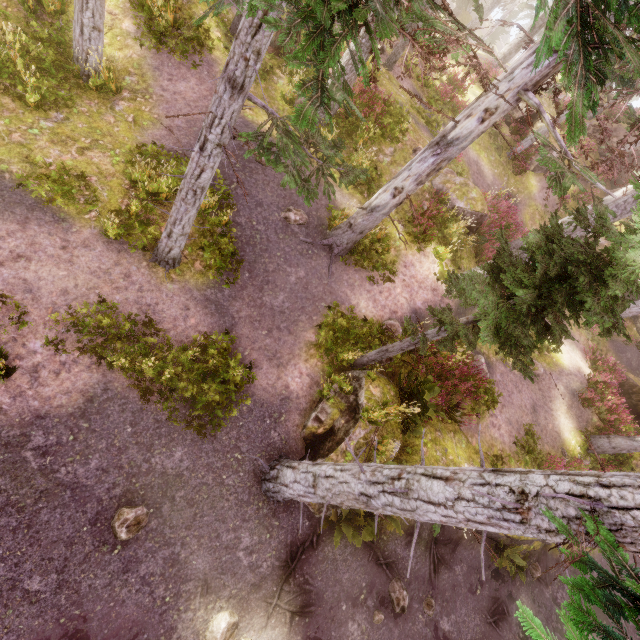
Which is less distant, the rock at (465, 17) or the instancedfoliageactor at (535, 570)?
the instancedfoliageactor at (535, 570)

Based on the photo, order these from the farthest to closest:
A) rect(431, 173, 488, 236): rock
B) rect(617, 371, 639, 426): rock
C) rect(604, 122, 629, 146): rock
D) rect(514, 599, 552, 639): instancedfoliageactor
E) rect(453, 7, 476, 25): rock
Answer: rect(453, 7, 476, 25): rock, rect(604, 122, 629, 146): rock, rect(617, 371, 639, 426): rock, rect(431, 173, 488, 236): rock, rect(514, 599, 552, 639): instancedfoliageactor

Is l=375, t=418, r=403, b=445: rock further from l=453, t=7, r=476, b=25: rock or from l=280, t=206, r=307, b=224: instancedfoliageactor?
l=453, t=7, r=476, b=25: rock

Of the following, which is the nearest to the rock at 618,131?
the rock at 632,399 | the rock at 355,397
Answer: the rock at 632,399

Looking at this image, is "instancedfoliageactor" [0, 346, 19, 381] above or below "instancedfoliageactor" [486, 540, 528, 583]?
below

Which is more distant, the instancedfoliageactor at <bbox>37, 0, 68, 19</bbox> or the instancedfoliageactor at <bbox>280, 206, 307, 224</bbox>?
the instancedfoliageactor at <bbox>280, 206, 307, 224</bbox>

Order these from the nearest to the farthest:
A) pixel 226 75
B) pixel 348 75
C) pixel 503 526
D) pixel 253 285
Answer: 1. pixel 503 526
2. pixel 226 75
3. pixel 253 285
4. pixel 348 75

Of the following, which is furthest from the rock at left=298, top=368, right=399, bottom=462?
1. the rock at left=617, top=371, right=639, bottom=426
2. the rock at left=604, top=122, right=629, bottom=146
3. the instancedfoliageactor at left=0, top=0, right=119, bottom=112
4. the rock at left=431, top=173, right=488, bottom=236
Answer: the rock at left=604, top=122, right=629, bottom=146
